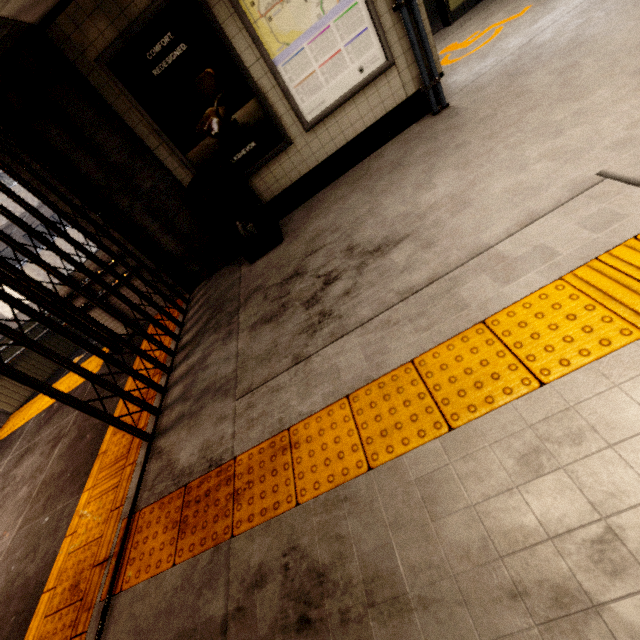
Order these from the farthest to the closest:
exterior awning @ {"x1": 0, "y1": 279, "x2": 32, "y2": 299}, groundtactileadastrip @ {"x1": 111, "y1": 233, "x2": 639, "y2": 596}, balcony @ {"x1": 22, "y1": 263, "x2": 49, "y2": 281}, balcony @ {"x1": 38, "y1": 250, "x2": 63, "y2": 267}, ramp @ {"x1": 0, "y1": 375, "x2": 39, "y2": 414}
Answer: balcony @ {"x1": 38, "y1": 250, "x2": 63, "y2": 267} < balcony @ {"x1": 22, "y1": 263, "x2": 49, "y2": 281} < ramp @ {"x1": 0, "y1": 375, "x2": 39, "y2": 414} < exterior awning @ {"x1": 0, "y1": 279, "x2": 32, "y2": 299} < groundtactileadastrip @ {"x1": 111, "y1": 233, "x2": 639, "y2": 596}

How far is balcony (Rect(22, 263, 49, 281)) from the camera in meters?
15.6

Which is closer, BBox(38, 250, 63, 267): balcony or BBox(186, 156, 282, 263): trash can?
BBox(186, 156, 282, 263): trash can

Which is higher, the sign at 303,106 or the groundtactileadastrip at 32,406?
the sign at 303,106

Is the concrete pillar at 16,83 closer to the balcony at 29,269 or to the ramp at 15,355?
the ramp at 15,355

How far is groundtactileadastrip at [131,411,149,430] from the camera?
3.2 meters

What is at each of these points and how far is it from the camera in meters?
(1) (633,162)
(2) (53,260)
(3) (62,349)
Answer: (1) building, 2.0 m
(2) balcony, 17.3 m
(3) ramp, 7.8 m

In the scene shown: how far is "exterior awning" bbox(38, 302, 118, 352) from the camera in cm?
439
